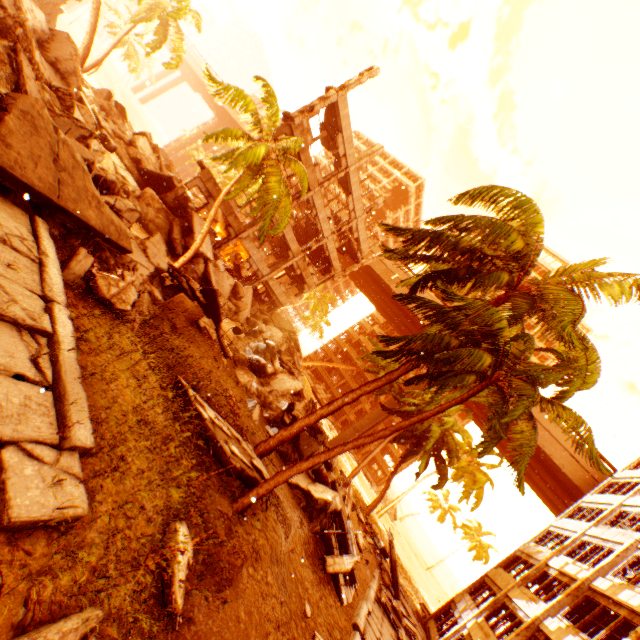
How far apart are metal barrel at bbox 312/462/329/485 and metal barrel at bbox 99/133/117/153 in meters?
16.9

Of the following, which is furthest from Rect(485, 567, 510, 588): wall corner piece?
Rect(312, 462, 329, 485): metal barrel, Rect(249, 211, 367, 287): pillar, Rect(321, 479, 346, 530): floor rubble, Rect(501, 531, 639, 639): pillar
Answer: Rect(249, 211, 367, 287): pillar

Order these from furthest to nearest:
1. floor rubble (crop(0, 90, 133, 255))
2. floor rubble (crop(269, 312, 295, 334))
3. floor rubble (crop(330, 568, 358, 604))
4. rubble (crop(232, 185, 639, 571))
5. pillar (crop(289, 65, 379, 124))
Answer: floor rubble (crop(269, 312, 295, 334)), pillar (crop(289, 65, 379, 124)), floor rubble (crop(330, 568, 358, 604)), rubble (crop(232, 185, 639, 571)), floor rubble (crop(0, 90, 133, 255))

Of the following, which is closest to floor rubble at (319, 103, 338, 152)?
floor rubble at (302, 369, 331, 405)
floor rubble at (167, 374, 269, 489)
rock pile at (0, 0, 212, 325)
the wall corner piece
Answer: rock pile at (0, 0, 212, 325)

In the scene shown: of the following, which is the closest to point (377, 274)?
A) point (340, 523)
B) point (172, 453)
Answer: point (340, 523)

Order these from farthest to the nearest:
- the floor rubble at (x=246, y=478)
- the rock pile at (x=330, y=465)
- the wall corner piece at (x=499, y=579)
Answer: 1. the wall corner piece at (x=499, y=579)
2. the rock pile at (x=330, y=465)
3. the floor rubble at (x=246, y=478)

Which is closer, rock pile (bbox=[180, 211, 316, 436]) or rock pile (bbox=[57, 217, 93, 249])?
rock pile (bbox=[57, 217, 93, 249])

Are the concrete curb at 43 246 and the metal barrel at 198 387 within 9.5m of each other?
yes
